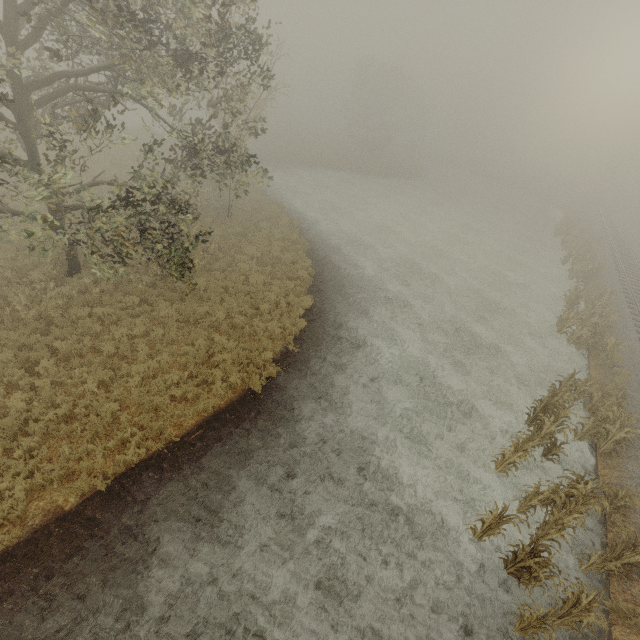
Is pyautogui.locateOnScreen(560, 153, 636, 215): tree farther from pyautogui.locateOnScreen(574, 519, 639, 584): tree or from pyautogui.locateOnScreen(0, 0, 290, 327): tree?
pyautogui.locateOnScreen(0, 0, 290, 327): tree

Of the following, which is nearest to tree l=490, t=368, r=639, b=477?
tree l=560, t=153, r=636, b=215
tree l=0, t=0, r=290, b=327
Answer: tree l=0, t=0, r=290, b=327

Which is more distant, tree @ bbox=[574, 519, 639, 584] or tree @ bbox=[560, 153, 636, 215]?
tree @ bbox=[560, 153, 636, 215]

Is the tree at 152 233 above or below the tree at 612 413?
above

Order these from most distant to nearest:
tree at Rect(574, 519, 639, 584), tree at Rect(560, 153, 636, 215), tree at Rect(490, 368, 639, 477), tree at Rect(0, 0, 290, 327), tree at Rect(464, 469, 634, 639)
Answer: tree at Rect(560, 153, 636, 215) < tree at Rect(490, 368, 639, 477) < tree at Rect(0, 0, 290, 327) < tree at Rect(574, 519, 639, 584) < tree at Rect(464, 469, 634, 639)

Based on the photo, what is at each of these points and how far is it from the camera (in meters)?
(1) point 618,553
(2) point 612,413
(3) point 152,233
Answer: (1) tree, 8.07
(2) tree, 11.52
(3) tree, 9.54

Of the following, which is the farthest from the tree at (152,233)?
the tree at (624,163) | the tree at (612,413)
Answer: the tree at (624,163)
